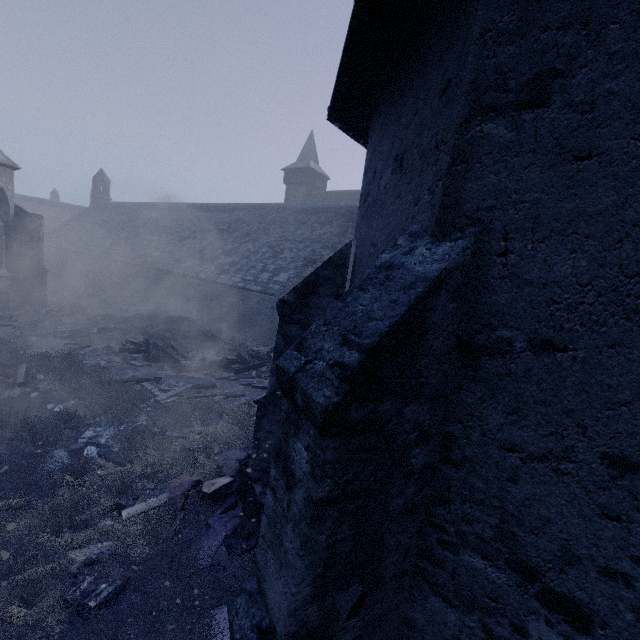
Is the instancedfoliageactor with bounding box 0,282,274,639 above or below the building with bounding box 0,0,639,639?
below

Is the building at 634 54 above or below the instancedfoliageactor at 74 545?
above

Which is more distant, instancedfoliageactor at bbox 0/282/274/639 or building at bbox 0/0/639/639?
instancedfoliageactor at bbox 0/282/274/639

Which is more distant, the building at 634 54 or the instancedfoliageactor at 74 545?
the instancedfoliageactor at 74 545

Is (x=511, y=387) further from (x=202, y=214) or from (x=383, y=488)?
(x=202, y=214)
